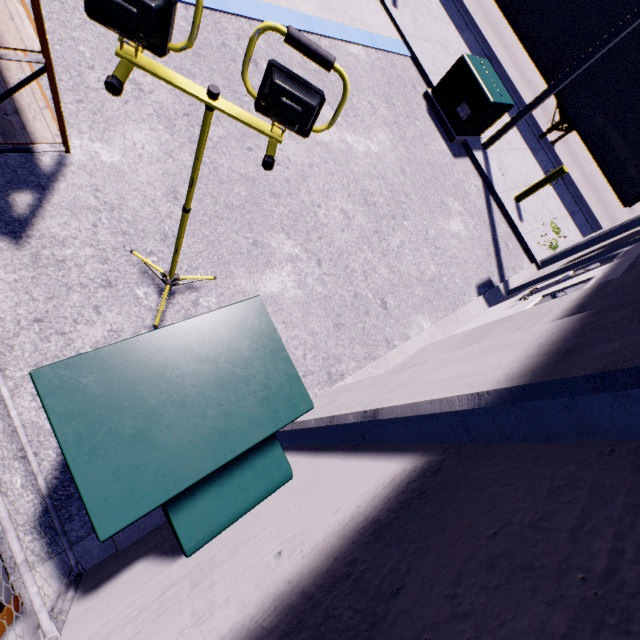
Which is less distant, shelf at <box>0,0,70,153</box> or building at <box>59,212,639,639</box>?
building at <box>59,212,639,639</box>

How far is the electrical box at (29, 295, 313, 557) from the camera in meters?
1.6 m

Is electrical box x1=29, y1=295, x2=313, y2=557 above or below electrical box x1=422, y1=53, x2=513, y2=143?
above

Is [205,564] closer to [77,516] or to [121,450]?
[121,450]

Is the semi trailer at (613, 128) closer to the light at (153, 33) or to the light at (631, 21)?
the light at (631, 21)

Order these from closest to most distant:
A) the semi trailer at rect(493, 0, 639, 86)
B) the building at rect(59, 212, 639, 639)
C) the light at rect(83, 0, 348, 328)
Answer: the building at rect(59, 212, 639, 639) < the light at rect(83, 0, 348, 328) < the semi trailer at rect(493, 0, 639, 86)

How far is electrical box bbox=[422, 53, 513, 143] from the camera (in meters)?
7.39

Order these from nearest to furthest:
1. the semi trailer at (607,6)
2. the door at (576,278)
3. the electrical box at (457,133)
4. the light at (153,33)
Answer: the light at (153,33) < the door at (576,278) < the electrical box at (457,133) < the semi trailer at (607,6)
